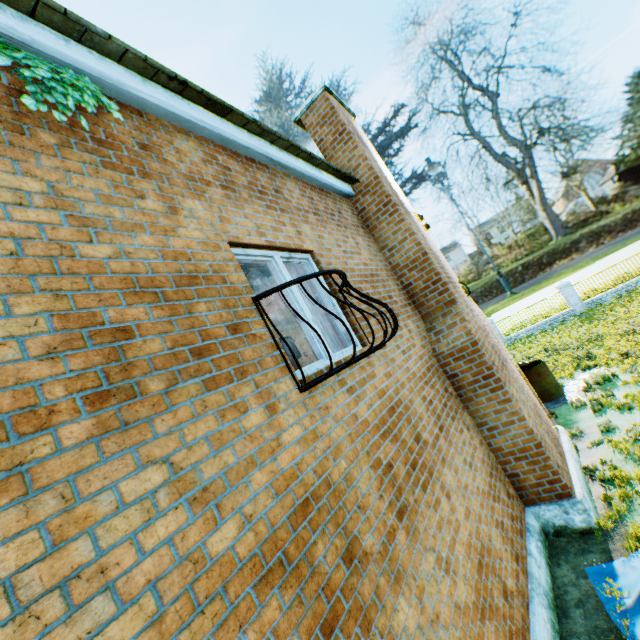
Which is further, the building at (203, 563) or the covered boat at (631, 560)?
the covered boat at (631, 560)

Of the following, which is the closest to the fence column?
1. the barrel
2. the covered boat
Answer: the barrel

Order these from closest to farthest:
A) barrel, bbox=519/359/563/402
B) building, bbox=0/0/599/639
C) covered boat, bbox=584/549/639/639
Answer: building, bbox=0/0/599/639 < covered boat, bbox=584/549/639/639 < barrel, bbox=519/359/563/402

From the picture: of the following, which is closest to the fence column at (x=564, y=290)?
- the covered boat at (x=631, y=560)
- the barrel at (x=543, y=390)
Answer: the barrel at (x=543, y=390)

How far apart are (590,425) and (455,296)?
5.8m

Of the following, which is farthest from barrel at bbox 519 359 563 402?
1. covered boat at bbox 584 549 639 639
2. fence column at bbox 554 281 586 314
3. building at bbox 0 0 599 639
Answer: fence column at bbox 554 281 586 314

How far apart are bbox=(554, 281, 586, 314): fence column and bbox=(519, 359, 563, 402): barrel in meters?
13.3

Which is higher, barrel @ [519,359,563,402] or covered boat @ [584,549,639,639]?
barrel @ [519,359,563,402]
